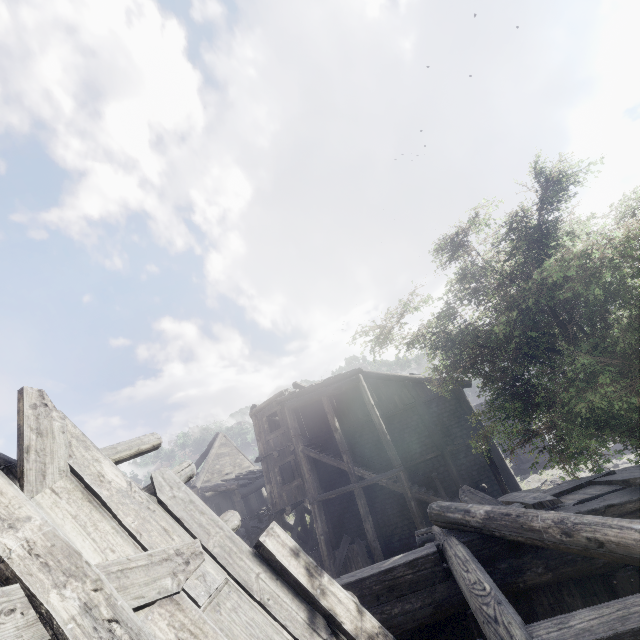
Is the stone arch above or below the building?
below

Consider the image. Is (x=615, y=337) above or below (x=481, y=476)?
above

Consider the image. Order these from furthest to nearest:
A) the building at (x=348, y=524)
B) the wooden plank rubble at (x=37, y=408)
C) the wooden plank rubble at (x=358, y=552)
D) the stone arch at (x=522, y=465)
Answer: the stone arch at (x=522, y=465), the wooden plank rubble at (x=358, y=552), the building at (x=348, y=524), the wooden plank rubble at (x=37, y=408)

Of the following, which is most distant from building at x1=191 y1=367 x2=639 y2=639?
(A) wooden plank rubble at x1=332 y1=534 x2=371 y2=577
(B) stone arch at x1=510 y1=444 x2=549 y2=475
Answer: (B) stone arch at x1=510 y1=444 x2=549 y2=475

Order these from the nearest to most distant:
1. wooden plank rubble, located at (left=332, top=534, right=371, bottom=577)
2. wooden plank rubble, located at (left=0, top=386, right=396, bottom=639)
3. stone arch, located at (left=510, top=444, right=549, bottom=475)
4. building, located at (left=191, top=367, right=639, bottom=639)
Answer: wooden plank rubble, located at (left=0, top=386, right=396, bottom=639) → building, located at (left=191, top=367, right=639, bottom=639) → wooden plank rubble, located at (left=332, top=534, right=371, bottom=577) → stone arch, located at (left=510, top=444, right=549, bottom=475)

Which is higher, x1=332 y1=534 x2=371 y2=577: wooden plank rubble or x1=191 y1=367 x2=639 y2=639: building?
x1=191 y1=367 x2=639 y2=639: building

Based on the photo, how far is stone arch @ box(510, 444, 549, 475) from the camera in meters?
24.7 m

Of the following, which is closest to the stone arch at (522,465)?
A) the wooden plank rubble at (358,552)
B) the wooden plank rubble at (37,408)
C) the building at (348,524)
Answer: the building at (348,524)
